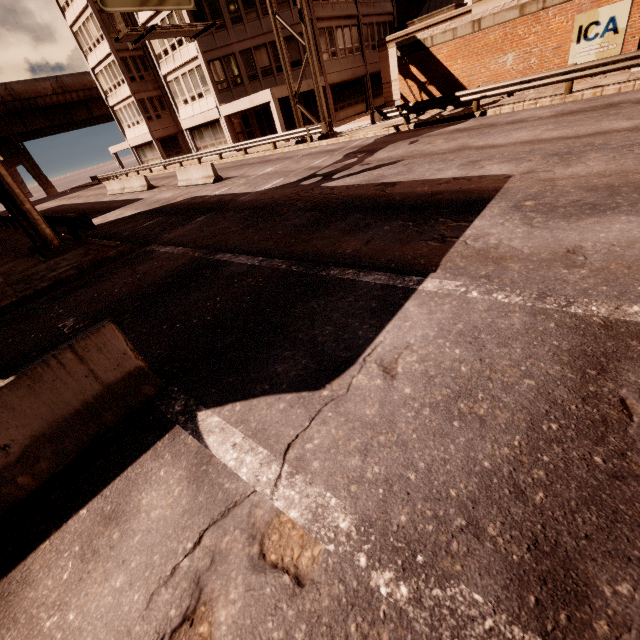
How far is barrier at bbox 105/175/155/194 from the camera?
23.2 meters

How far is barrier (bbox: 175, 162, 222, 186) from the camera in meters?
17.8

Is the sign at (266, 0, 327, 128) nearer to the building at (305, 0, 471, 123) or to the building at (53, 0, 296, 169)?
the building at (53, 0, 296, 169)

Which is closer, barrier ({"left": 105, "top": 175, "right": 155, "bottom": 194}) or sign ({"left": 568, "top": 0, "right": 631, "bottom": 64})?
sign ({"left": 568, "top": 0, "right": 631, "bottom": 64})

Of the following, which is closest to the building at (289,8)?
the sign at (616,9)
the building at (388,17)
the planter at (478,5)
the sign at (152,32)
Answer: the building at (388,17)

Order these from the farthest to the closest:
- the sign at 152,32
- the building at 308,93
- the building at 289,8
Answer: the building at 308,93
the building at 289,8
the sign at 152,32

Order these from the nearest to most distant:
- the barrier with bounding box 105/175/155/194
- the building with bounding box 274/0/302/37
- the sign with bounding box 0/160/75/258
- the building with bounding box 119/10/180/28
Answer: the sign with bounding box 0/160/75/258 → the barrier with bounding box 105/175/155/194 → the building with bounding box 274/0/302/37 → the building with bounding box 119/10/180/28

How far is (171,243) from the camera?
9.66m
